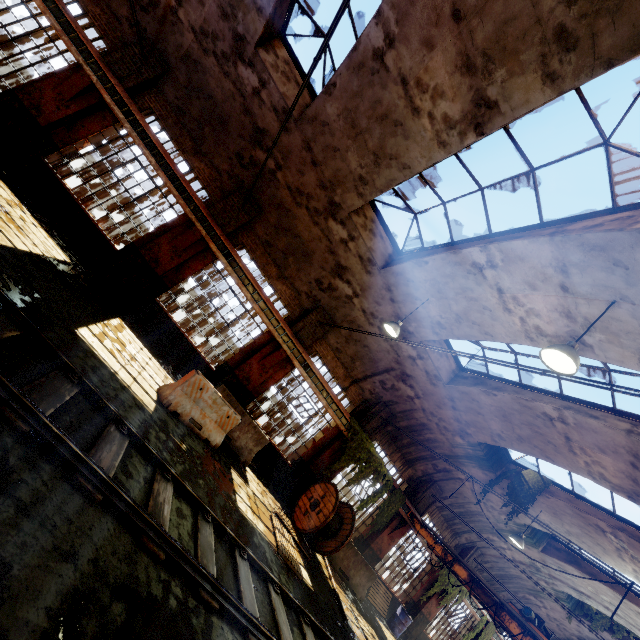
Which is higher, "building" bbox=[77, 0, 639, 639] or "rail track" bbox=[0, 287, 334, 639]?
"building" bbox=[77, 0, 639, 639]

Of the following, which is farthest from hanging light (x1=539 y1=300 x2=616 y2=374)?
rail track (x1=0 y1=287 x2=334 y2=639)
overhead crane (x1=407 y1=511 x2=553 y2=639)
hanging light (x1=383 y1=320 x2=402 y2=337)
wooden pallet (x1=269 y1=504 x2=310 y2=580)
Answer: overhead crane (x1=407 y1=511 x2=553 y2=639)

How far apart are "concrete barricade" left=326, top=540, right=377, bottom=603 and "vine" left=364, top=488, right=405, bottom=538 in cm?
93

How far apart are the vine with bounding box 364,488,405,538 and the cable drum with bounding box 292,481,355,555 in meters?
2.2 m

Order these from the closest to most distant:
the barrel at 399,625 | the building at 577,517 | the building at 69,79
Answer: the building at 69,79 → the building at 577,517 → the barrel at 399,625

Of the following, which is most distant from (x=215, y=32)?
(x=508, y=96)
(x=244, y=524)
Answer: (x=244, y=524)

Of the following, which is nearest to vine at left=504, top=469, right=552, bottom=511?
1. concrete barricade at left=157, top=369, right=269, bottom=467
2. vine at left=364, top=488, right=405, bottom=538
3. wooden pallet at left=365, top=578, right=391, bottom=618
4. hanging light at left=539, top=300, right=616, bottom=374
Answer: vine at left=364, top=488, right=405, bottom=538

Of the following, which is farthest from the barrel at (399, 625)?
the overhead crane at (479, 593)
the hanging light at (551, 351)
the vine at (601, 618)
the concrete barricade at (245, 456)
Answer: the hanging light at (551, 351)
